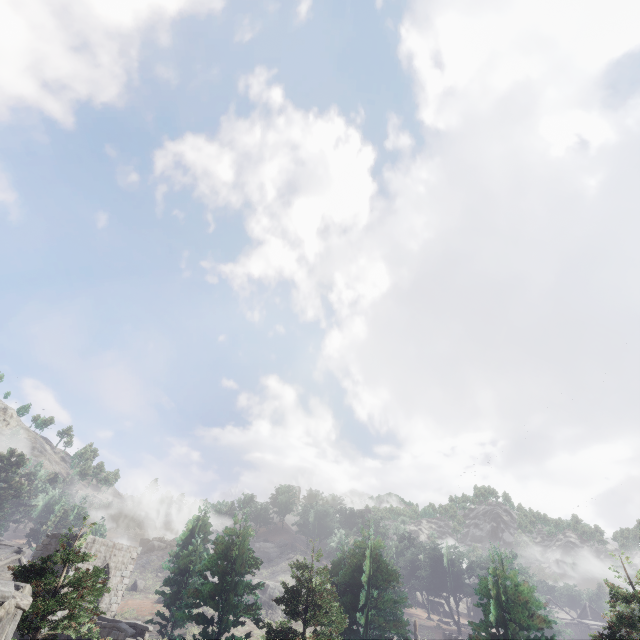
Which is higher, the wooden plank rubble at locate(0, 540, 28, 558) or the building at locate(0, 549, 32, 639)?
the wooden plank rubble at locate(0, 540, 28, 558)

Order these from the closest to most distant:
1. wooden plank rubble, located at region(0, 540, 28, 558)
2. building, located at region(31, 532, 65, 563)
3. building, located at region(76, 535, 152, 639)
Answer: building, located at region(76, 535, 152, 639) < building, located at region(31, 532, 65, 563) < wooden plank rubble, located at region(0, 540, 28, 558)

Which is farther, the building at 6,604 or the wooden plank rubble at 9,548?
the wooden plank rubble at 9,548

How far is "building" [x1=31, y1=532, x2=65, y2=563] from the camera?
24.4m

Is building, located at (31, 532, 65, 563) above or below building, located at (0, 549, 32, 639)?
above

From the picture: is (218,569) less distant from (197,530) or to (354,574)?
(354,574)

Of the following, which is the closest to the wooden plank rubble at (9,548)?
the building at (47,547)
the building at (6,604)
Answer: the building at (47,547)

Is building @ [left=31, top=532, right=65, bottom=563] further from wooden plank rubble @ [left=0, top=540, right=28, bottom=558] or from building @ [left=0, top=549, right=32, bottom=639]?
building @ [left=0, top=549, right=32, bottom=639]
